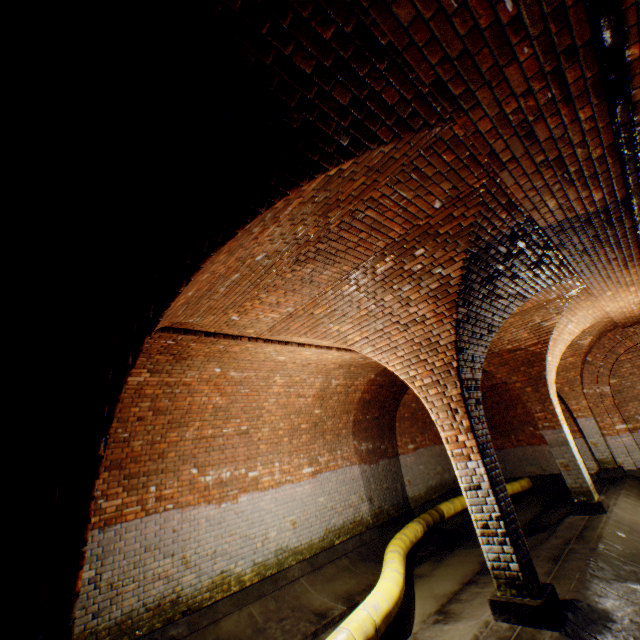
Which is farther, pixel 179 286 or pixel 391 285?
pixel 391 285

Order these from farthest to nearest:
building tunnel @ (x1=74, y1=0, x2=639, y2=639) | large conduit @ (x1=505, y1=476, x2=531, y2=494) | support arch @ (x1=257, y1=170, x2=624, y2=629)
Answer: large conduit @ (x1=505, y1=476, x2=531, y2=494), support arch @ (x1=257, y1=170, x2=624, y2=629), building tunnel @ (x1=74, y1=0, x2=639, y2=639)

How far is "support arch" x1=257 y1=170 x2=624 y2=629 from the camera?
3.8m

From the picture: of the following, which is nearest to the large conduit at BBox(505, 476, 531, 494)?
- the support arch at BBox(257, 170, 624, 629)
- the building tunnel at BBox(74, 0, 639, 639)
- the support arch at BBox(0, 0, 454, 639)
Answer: the building tunnel at BBox(74, 0, 639, 639)

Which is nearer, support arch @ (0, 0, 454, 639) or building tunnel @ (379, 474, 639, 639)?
support arch @ (0, 0, 454, 639)

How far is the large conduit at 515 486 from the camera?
11.73m

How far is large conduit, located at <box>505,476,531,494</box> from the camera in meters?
11.7 m

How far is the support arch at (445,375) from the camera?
3.8 meters
